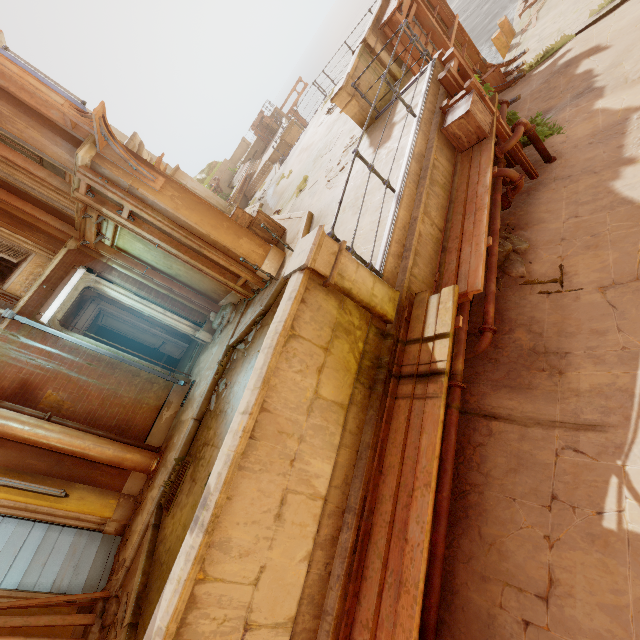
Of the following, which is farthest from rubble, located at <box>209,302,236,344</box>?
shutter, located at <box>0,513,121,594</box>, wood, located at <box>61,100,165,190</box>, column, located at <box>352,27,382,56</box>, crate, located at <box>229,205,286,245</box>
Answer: column, located at <box>352,27,382,56</box>

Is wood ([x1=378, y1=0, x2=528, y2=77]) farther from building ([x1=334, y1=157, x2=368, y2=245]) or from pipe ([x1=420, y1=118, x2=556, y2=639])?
pipe ([x1=420, y1=118, x2=556, y2=639])

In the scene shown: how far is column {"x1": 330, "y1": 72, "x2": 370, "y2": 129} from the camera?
7.9m

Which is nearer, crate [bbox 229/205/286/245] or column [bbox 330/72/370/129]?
column [bbox 330/72/370/129]

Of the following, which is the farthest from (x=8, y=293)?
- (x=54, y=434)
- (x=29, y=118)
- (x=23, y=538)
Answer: (x=23, y=538)

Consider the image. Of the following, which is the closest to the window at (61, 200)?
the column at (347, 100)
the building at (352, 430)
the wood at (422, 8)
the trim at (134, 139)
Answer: the trim at (134, 139)

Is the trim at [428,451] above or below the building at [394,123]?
below

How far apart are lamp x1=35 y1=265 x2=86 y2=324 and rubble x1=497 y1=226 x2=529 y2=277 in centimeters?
939cm
